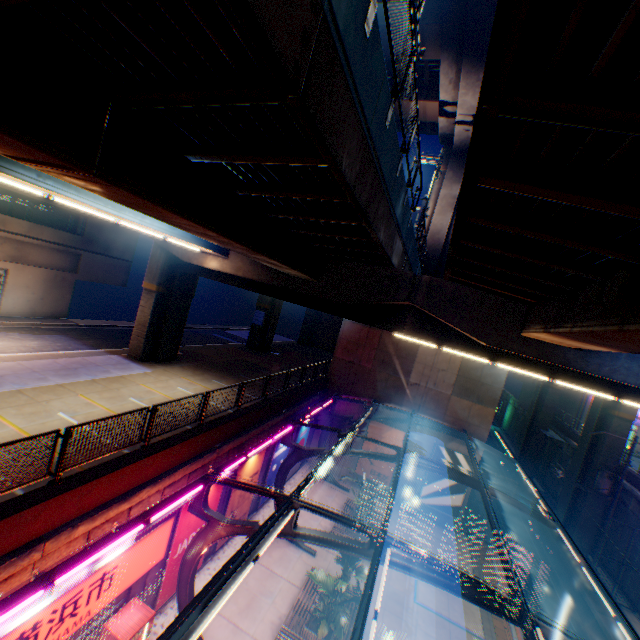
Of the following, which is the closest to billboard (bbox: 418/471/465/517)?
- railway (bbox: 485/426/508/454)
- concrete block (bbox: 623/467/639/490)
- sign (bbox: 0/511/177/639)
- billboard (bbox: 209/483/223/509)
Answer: railway (bbox: 485/426/508/454)

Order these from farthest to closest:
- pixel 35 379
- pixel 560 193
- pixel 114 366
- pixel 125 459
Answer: pixel 114 366
pixel 35 379
pixel 125 459
pixel 560 193

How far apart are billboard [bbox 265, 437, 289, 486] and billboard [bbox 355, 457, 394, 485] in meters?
6.1

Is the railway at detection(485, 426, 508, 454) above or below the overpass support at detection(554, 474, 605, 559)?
below

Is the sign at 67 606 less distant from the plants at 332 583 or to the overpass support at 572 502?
the plants at 332 583

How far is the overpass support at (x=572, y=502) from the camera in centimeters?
2352cm

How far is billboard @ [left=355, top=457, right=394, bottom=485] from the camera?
23.4m

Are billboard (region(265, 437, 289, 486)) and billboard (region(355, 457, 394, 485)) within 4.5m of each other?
no
